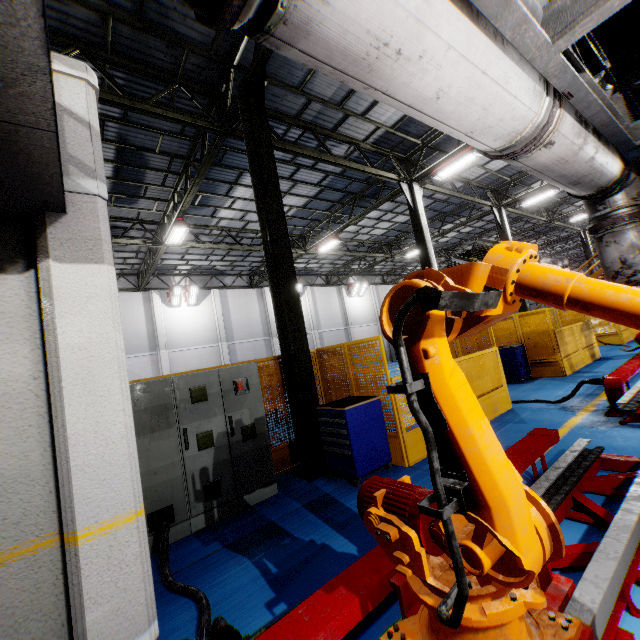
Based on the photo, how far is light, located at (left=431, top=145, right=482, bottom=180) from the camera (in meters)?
10.61

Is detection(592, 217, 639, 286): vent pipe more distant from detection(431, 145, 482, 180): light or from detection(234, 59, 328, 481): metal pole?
detection(431, 145, 482, 180): light

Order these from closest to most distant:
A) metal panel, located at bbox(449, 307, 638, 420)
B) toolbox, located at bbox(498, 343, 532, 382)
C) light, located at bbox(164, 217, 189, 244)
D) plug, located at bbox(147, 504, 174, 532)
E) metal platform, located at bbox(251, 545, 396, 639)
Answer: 1. metal platform, located at bbox(251, 545, 396, 639)
2. plug, located at bbox(147, 504, 174, 532)
3. metal panel, located at bbox(449, 307, 638, 420)
4. toolbox, located at bbox(498, 343, 532, 382)
5. light, located at bbox(164, 217, 189, 244)

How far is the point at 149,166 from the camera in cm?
1054

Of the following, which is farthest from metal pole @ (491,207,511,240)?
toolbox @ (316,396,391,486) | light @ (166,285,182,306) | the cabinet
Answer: light @ (166,285,182,306)

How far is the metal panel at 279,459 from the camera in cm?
618

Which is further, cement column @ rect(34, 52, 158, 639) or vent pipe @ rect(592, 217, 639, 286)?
vent pipe @ rect(592, 217, 639, 286)

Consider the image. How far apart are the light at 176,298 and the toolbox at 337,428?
17.4m
